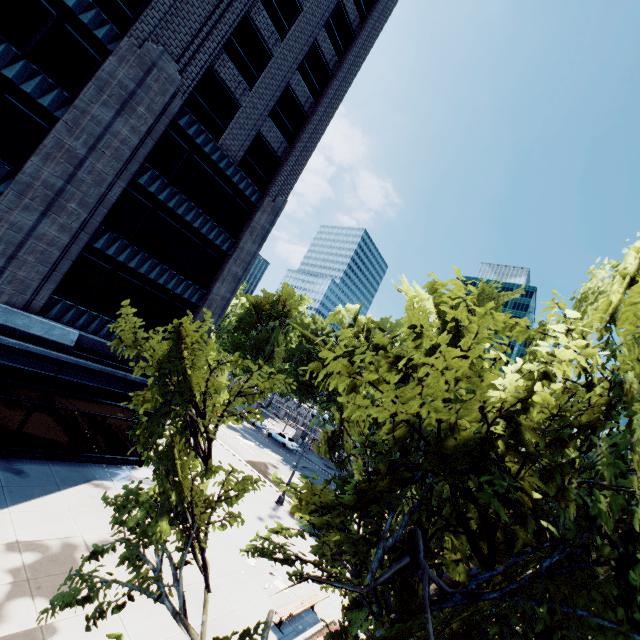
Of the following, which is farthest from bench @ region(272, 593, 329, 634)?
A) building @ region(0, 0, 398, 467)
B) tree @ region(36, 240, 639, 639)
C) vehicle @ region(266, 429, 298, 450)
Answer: vehicle @ region(266, 429, 298, 450)

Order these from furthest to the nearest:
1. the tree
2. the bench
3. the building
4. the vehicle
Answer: the vehicle → the building → the bench → the tree

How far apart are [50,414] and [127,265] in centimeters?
798cm

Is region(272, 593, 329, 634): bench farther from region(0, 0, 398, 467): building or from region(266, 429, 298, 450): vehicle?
region(266, 429, 298, 450): vehicle

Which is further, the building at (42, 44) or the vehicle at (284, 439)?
the vehicle at (284, 439)

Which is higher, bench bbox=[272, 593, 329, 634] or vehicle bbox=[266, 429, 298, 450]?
vehicle bbox=[266, 429, 298, 450]

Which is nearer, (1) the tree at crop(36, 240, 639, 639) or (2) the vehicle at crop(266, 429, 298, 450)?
(1) the tree at crop(36, 240, 639, 639)

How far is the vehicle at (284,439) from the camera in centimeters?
4291cm
